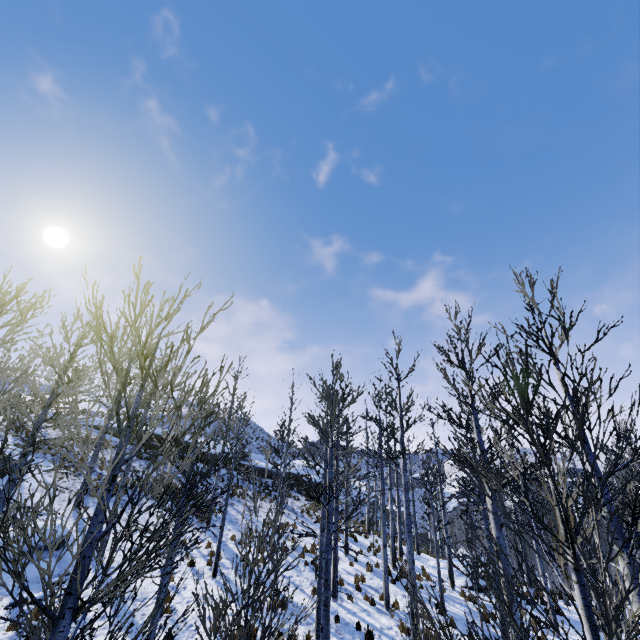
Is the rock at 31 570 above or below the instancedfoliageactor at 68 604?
below

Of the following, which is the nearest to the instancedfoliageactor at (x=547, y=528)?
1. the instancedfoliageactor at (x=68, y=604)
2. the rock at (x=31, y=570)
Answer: the instancedfoliageactor at (x=68, y=604)

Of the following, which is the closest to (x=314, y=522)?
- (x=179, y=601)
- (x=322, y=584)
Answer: (x=179, y=601)

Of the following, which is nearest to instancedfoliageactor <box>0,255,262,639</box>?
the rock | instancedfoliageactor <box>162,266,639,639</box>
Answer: the rock

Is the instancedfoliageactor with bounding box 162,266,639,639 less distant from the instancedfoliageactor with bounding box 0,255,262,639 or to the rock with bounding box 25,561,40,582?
the instancedfoliageactor with bounding box 0,255,262,639

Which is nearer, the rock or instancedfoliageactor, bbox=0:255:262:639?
instancedfoliageactor, bbox=0:255:262:639

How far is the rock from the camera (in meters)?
10.43
